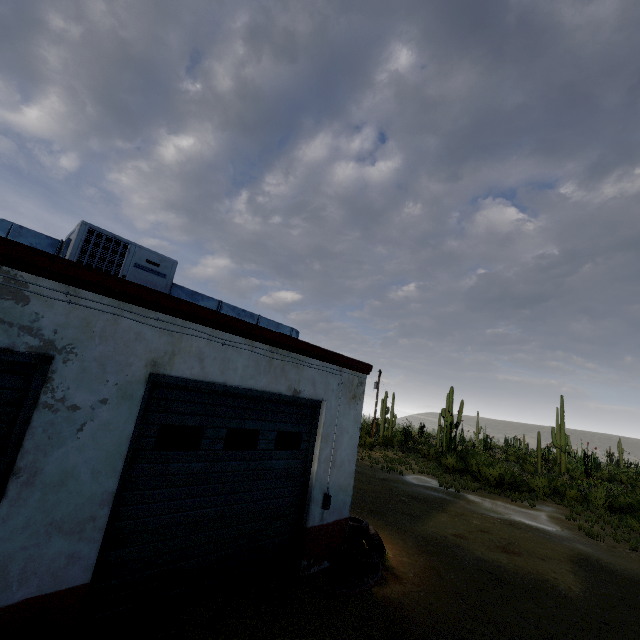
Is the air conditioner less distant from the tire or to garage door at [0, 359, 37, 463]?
garage door at [0, 359, 37, 463]

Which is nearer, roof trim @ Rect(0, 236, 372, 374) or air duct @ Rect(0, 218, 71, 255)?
roof trim @ Rect(0, 236, 372, 374)

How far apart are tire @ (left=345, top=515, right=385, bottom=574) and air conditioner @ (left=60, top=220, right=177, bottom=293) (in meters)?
6.01

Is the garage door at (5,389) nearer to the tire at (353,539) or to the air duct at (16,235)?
the air duct at (16,235)

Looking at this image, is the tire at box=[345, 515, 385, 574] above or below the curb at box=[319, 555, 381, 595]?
above

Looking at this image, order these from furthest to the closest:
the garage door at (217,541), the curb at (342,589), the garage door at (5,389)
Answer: the curb at (342,589) < the garage door at (217,541) < the garage door at (5,389)

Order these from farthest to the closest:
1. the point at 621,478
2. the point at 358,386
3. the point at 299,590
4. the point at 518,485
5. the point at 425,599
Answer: the point at 621,478 < the point at 518,485 < the point at 358,386 < the point at 425,599 < the point at 299,590

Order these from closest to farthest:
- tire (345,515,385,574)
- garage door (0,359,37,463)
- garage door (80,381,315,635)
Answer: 1. garage door (0,359,37,463)
2. garage door (80,381,315,635)
3. tire (345,515,385,574)
